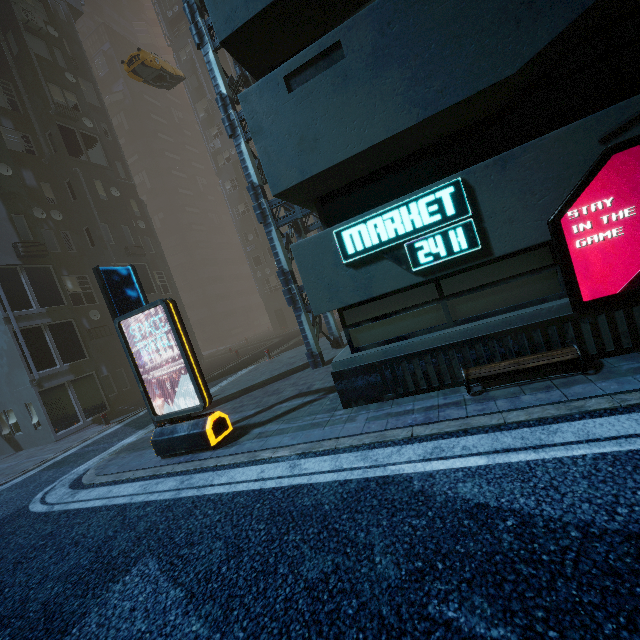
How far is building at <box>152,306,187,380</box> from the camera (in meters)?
21.95

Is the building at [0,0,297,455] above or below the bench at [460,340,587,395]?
above

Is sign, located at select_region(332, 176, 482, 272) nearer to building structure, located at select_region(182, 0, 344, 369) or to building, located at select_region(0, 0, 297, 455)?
building, located at select_region(0, 0, 297, 455)

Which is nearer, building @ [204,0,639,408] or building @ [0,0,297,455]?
building @ [204,0,639,408]

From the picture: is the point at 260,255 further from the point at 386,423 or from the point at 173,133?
the point at 173,133

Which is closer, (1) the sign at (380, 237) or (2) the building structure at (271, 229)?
(1) the sign at (380, 237)

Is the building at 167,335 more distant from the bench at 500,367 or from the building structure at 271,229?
the bench at 500,367

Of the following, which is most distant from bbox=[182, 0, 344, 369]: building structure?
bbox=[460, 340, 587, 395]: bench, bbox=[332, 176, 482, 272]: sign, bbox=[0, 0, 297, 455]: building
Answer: bbox=[460, 340, 587, 395]: bench
